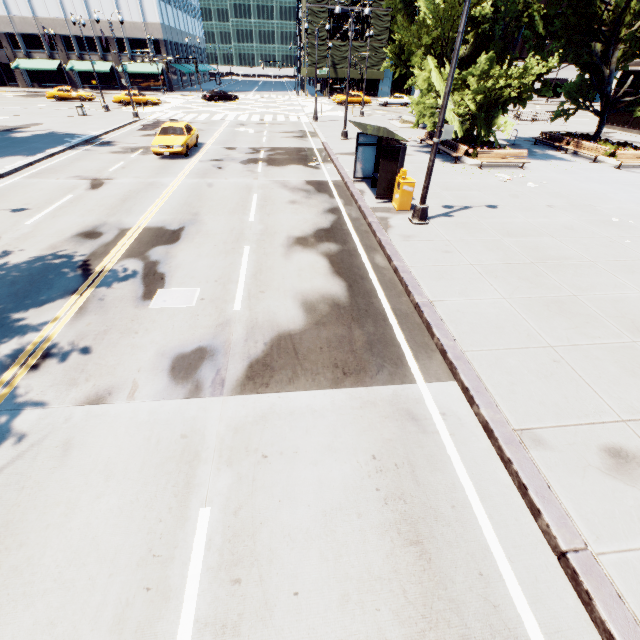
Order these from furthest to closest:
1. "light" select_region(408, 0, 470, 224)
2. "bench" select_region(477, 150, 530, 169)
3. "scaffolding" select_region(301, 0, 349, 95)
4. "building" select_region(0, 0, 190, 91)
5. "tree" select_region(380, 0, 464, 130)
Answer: "scaffolding" select_region(301, 0, 349, 95)
"building" select_region(0, 0, 190, 91)
"bench" select_region(477, 150, 530, 169)
"tree" select_region(380, 0, 464, 130)
"light" select_region(408, 0, 470, 224)

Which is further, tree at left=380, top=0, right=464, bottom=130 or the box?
tree at left=380, top=0, right=464, bottom=130

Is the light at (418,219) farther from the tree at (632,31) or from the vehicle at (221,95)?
the vehicle at (221,95)

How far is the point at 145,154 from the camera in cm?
1938

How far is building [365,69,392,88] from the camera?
58.7 meters

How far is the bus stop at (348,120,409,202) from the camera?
11.89m

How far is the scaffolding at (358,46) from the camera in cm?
5278

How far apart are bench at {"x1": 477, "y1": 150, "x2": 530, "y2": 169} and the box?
8.4m
